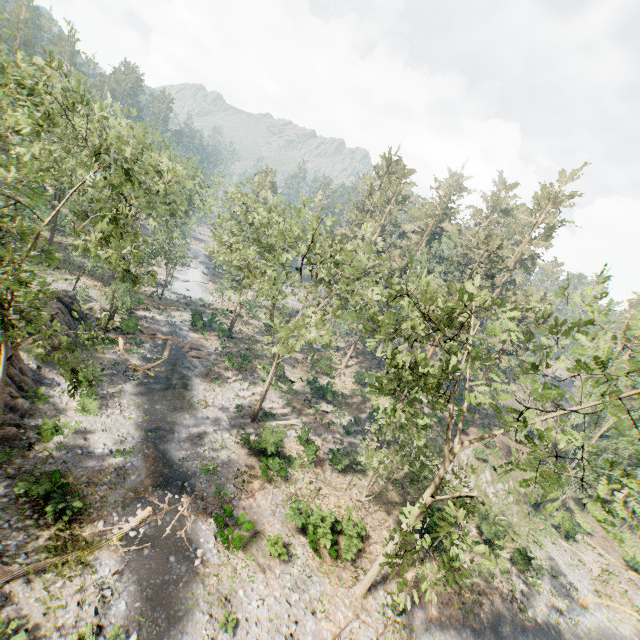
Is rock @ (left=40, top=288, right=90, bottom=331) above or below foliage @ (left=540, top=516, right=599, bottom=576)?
above

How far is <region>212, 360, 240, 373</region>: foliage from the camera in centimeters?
3419cm

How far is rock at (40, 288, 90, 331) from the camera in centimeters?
2697cm

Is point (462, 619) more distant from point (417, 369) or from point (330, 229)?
point (330, 229)

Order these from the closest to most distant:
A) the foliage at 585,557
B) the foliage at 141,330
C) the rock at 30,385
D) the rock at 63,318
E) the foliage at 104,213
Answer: the foliage at 104,213
the rock at 30,385
the rock at 63,318
the foliage at 585,557
the foliage at 141,330

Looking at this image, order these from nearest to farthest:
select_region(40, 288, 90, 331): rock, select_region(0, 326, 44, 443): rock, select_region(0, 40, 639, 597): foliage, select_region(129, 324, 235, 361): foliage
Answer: select_region(0, 40, 639, 597): foliage, select_region(0, 326, 44, 443): rock, select_region(40, 288, 90, 331): rock, select_region(129, 324, 235, 361): foliage

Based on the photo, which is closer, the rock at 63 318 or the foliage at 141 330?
the rock at 63 318
